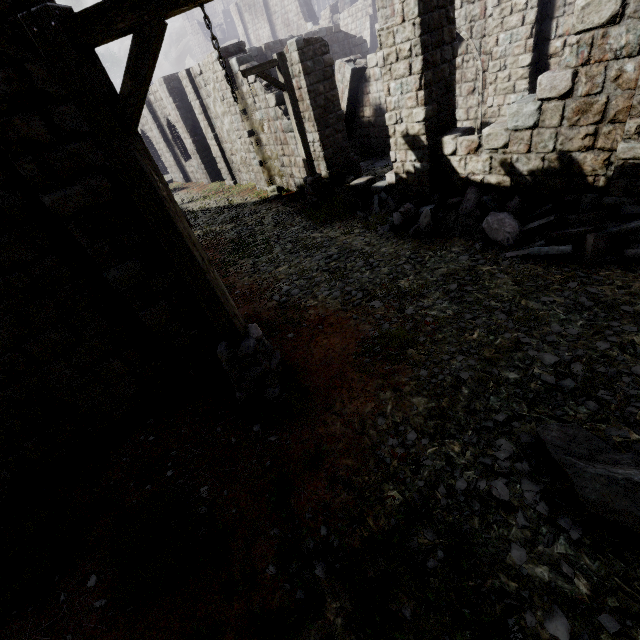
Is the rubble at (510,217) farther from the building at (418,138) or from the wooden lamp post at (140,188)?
the wooden lamp post at (140,188)

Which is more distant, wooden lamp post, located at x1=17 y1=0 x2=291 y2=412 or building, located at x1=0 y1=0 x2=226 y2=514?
building, located at x1=0 y1=0 x2=226 y2=514

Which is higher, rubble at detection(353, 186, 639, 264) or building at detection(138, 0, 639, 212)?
building at detection(138, 0, 639, 212)

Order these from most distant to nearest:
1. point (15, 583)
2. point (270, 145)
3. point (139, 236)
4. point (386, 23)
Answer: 1. point (270, 145)
2. point (386, 23)
3. point (139, 236)
4. point (15, 583)

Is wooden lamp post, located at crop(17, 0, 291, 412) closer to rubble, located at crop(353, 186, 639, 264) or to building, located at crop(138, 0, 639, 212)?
building, located at crop(138, 0, 639, 212)

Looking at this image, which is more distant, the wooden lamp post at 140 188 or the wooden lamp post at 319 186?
the wooden lamp post at 319 186

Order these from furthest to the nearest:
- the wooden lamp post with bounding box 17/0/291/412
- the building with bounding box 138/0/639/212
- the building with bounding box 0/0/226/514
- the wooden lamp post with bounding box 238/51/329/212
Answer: the wooden lamp post with bounding box 238/51/329/212, the building with bounding box 138/0/639/212, the building with bounding box 0/0/226/514, the wooden lamp post with bounding box 17/0/291/412

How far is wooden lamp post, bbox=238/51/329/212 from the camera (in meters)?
9.46
